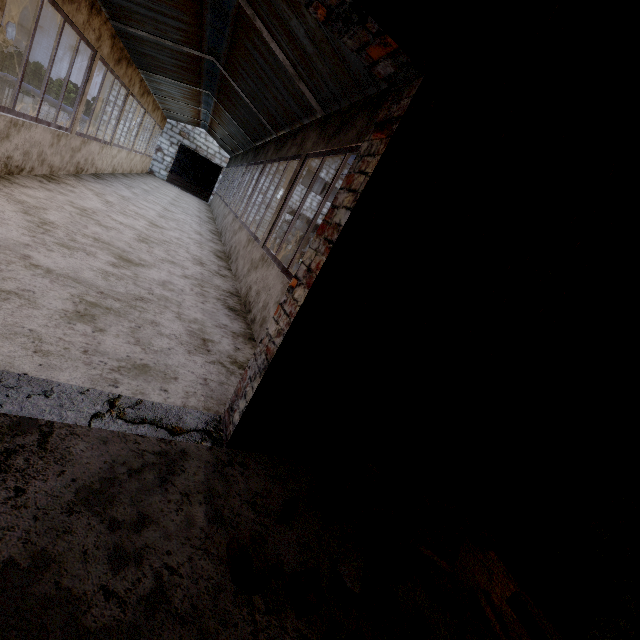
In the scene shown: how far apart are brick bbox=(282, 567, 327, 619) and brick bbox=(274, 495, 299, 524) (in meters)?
0.30

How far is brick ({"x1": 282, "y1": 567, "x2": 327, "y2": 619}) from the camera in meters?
1.3 m

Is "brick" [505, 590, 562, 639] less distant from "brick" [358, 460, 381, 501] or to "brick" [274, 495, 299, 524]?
"brick" [358, 460, 381, 501]

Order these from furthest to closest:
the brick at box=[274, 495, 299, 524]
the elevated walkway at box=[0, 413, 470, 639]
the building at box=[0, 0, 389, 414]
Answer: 1. the building at box=[0, 0, 389, 414]
2. the brick at box=[274, 495, 299, 524]
3. the elevated walkway at box=[0, 413, 470, 639]

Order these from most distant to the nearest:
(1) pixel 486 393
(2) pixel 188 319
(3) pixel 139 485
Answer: (2) pixel 188 319, (1) pixel 486 393, (3) pixel 139 485

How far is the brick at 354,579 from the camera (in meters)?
1.42

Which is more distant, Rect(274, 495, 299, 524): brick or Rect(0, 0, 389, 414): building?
Rect(0, 0, 389, 414): building

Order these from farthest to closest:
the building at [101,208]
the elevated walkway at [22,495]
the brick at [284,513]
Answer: the building at [101,208], the brick at [284,513], the elevated walkway at [22,495]
